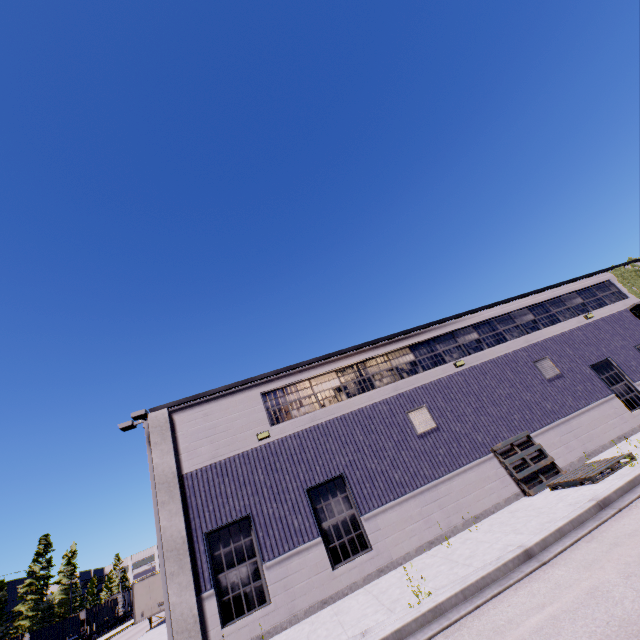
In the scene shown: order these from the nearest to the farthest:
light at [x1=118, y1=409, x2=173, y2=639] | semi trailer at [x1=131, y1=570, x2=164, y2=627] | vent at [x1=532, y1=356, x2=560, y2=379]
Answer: light at [x1=118, y1=409, x2=173, y2=639], vent at [x1=532, y1=356, x2=560, y2=379], semi trailer at [x1=131, y1=570, x2=164, y2=627]

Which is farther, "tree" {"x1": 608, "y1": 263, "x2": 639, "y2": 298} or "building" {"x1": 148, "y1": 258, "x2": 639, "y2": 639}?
"tree" {"x1": 608, "y1": 263, "x2": 639, "y2": 298}

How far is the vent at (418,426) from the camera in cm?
1310

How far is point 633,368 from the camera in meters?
16.1 m

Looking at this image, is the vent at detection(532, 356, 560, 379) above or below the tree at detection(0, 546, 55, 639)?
below

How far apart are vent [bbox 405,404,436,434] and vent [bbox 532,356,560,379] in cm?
623

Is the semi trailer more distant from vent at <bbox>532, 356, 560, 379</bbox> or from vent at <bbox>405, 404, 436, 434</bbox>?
vent at <bbox>405, 404, 436, 434</bbox>

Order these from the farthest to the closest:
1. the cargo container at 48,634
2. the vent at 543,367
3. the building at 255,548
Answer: the cargo container at 48,634 < the vent at 543,367 < the building at 255,548
